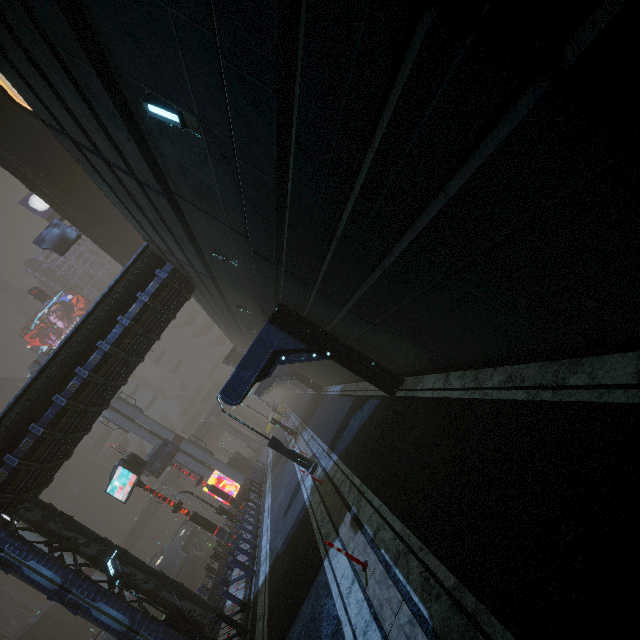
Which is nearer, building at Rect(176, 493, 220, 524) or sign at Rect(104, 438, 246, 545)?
sign at Rect(104, 438, 246, 545)

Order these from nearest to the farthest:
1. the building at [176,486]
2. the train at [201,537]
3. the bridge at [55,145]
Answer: the bridge at [55,145]
the train at [201,537]
the building at [176,486]

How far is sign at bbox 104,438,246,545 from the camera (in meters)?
19.77

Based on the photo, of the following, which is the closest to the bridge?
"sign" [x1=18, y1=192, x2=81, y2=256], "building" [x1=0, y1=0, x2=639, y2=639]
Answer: "sign" [x1=18, y1=192, x2=81, y2=256]

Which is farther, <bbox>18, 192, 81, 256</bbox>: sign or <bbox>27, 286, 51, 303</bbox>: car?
<bbox>27, 286, 51, 303</bbox>: car

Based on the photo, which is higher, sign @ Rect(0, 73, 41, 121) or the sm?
sign @ Rect(0, 73, 41, 121)

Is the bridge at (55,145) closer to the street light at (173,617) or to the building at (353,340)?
the building at (353,340)

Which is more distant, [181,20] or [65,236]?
[65,236]
